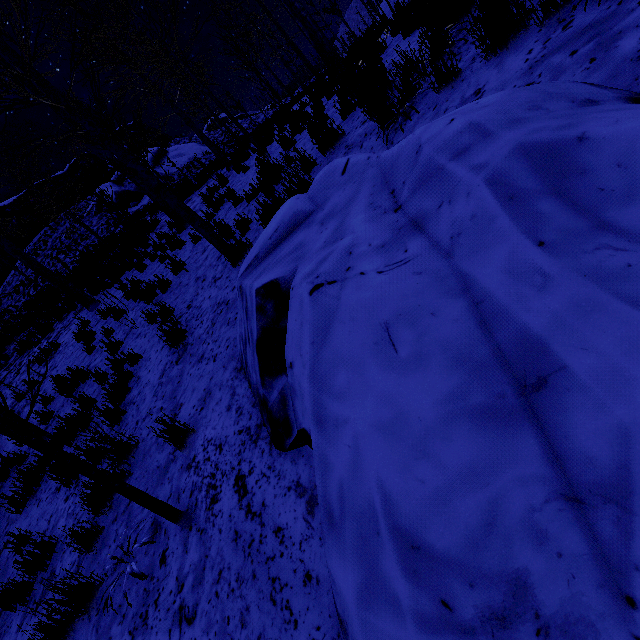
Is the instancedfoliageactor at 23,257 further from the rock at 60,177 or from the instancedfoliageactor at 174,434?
the rock at 60,177

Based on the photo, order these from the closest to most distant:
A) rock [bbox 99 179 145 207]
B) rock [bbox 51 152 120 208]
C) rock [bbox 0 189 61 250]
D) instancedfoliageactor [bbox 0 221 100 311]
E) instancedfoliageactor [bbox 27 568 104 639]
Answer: instancedfoliageactor [bbox 27 568 104 639], instancedfoliageactor [bbox 0 221 100 311], rock [bbox 99 179 145 207], rock [bbox 0 189 61 250], rock [bbox 51 152 120 208]

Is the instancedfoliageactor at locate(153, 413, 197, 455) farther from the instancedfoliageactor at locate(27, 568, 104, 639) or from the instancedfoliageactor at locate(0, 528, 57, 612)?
the instancedfoliageactor at locate(0, 528, 57, 612)

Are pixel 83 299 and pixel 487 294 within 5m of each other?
no

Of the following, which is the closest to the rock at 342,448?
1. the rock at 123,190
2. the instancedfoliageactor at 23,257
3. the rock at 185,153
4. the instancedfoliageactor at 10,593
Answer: the instancedfoliageactor at 10,593

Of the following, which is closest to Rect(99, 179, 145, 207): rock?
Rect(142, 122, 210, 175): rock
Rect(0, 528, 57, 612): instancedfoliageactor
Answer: Rect(142, 122, 210, 175): rock

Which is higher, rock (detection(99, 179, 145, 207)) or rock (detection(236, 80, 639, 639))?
rock (detection(99, 179, 145, 207))

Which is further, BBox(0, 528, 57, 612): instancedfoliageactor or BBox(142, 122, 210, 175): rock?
BBox(142, 122, 210, 175): rock
